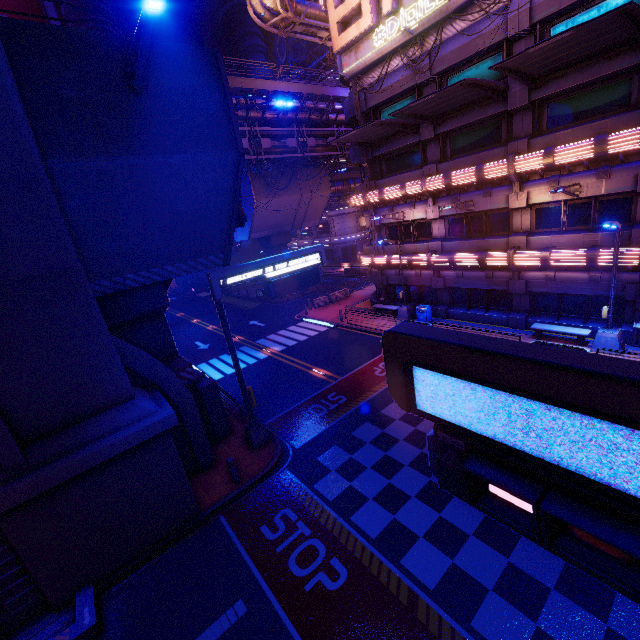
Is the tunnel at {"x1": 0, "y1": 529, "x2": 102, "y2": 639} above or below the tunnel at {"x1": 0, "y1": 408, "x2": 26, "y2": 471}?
below

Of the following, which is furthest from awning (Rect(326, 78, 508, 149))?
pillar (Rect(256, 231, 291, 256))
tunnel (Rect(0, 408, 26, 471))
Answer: pillar (Rect(256, 231, 291, 256))

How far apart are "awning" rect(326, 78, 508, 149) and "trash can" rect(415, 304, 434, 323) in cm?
1094

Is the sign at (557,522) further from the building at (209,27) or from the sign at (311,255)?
the building at (209,27)

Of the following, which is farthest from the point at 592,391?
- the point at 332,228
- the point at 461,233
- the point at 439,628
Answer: the point at 332,228

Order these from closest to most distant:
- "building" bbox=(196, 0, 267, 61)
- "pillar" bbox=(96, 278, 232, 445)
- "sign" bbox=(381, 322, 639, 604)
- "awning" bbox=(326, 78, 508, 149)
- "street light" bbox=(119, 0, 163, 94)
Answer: "sign" bbox=(381, 322, 639, 604) < "street light" bbox=(119, 0, 163, 94) < "pillar" bbox=(96, 278, 232, 445) < "awning" bbox=(326, 78, 508, 149) < "building" bbox=(196, 0, 267, 61)

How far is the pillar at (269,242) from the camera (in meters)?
37.06

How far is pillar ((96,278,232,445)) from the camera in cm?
1152
